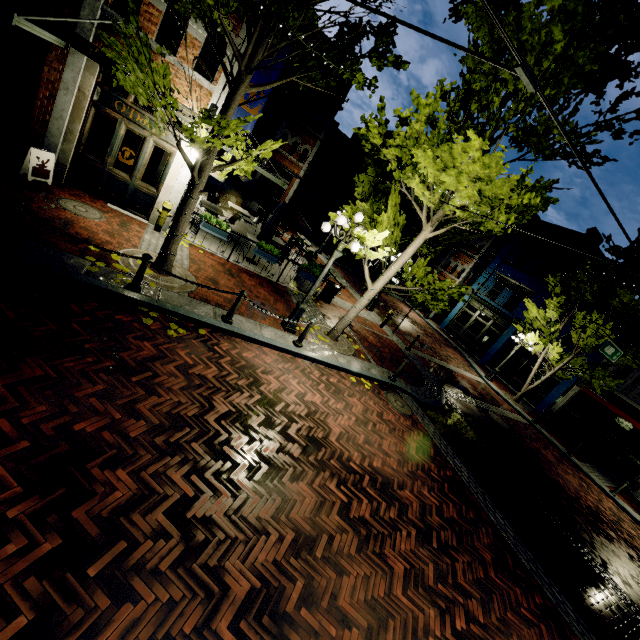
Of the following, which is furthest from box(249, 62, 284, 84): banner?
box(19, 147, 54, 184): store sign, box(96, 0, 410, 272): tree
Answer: box(19, 147, 54, 184): store sign

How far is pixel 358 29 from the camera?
5.80m

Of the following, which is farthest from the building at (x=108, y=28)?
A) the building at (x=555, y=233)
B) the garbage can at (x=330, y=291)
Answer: the building at (x=555, y=233)

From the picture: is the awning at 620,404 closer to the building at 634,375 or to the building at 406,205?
the building at 634,375

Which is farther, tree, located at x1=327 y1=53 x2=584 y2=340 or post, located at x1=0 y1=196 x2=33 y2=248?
tree, located at x1=327 y1=53 x2=584 y2=340

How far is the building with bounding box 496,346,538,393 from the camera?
22.8 meters

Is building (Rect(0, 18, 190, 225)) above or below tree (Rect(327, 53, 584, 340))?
below

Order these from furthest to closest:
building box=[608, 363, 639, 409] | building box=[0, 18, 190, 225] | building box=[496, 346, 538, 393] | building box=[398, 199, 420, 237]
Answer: building box=[398, 199, 420, 237] < building box=[496, 346, 538, 393] < building box=[608, 363, 639, 409] < building box=[0, 18, 190, 225]
